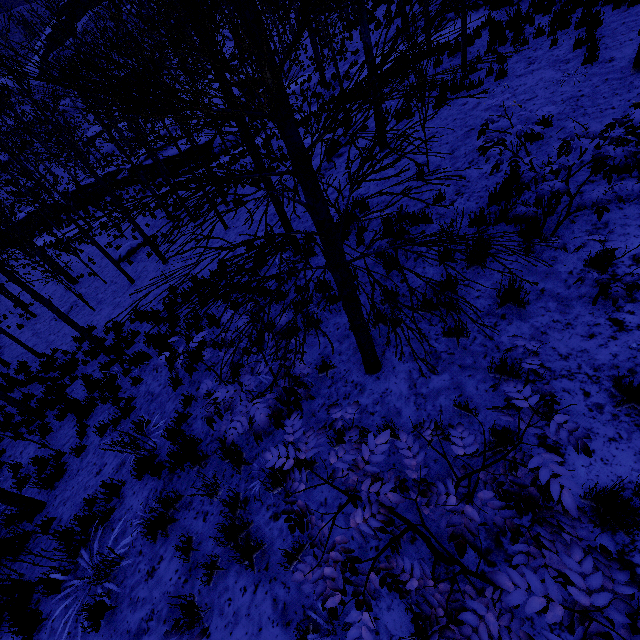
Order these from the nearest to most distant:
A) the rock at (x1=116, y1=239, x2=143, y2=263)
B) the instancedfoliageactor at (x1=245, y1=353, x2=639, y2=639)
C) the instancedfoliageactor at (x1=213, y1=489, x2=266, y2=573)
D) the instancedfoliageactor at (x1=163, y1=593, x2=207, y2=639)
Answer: the instancedfoliageactor at (x1=245, y1=353, x2=639, y2=639) < the instancedfoliageactor at (x1=163, y1=593, x2=207, y2=639) < the instancedfoliageactor at (x1=213, y1=489, x2=266, y2=573) < the rock at (x1=116, y1=239, x2=143, y2=263)

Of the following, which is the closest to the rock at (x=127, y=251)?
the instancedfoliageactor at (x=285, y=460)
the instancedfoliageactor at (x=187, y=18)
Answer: the instancedfoliageactor at (x=187, y=18)

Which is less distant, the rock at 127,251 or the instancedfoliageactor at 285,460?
the instancedfoliageactor at 285,460

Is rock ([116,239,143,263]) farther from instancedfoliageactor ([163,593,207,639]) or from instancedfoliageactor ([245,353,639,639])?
instancedfoliageactor ([245,353,639,639])

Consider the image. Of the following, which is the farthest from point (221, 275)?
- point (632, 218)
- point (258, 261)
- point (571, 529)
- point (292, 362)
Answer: point (632, 218)
